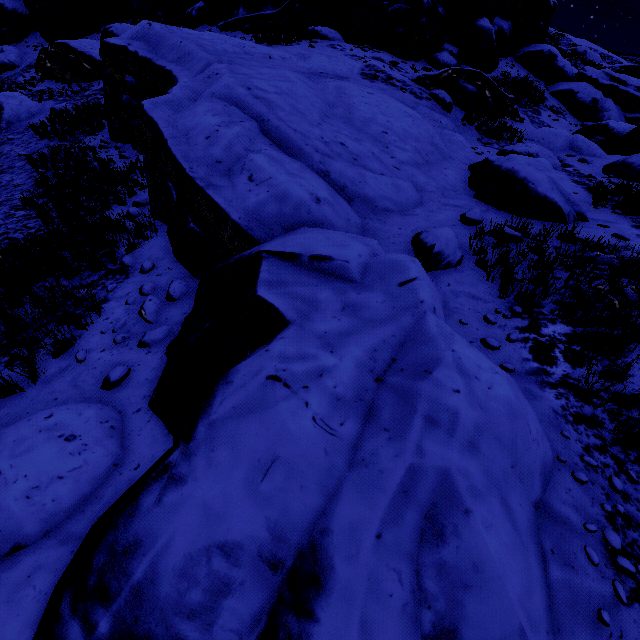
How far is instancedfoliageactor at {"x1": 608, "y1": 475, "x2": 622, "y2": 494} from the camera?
2.7m

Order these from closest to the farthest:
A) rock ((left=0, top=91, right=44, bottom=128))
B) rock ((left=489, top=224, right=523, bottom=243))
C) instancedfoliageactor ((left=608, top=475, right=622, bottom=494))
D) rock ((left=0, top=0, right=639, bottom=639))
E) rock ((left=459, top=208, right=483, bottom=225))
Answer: rock ((left=0, top=0, right=639, bottom=639))
instancedfoliageactor ((left=608, top=475, right=622, bottom=494))
rock ((left=489, top=224, right=523, bottom=243))
rock ((left=459, top=208, right=483, bottom=225))
rock ((left=0, top=91, right=44, bottom=128))

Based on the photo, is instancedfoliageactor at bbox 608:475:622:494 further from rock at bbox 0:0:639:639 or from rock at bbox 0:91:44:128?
rock at bbox 0:0:639:639

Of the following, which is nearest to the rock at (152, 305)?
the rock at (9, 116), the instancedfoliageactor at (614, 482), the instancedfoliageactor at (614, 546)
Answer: the instancedfoliageactor at (614, 546)

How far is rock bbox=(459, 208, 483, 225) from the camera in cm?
628

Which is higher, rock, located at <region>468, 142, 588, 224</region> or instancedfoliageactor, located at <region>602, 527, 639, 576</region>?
rock, located at <region>468, 142, 588, 224</region>

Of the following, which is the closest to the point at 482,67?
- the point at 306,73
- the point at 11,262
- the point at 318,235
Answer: the point at 306,73

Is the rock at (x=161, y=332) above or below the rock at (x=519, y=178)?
below
